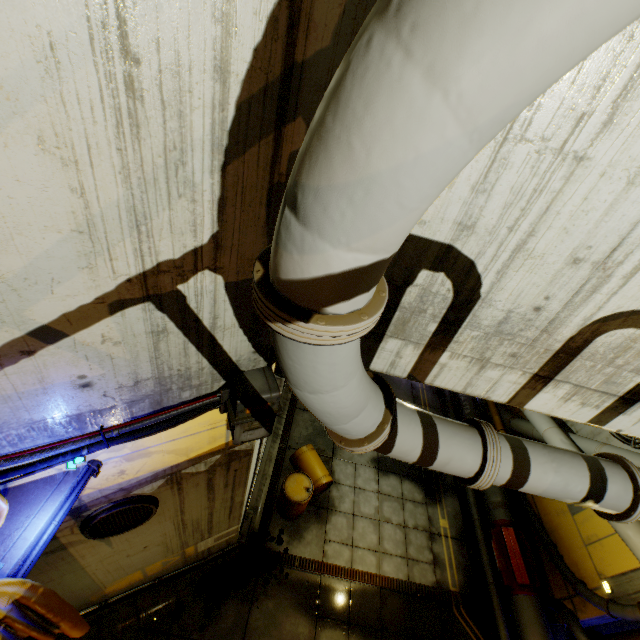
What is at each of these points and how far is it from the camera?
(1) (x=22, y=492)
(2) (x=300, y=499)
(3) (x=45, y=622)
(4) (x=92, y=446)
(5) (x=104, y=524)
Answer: (1) stairs, 2.8 meters
(2) barrel, 7.9 meters
(3) cloth, 2.9 meters
(4) cable, 2.9 meters
(5) cable, 3.9 meters

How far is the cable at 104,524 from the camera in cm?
373

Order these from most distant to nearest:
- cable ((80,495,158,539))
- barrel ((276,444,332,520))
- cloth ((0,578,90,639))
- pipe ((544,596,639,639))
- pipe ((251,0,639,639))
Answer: barrel ((276,444,332,520)) < pipe ((544,596,639,639)) < cable ((80,495,158,539)) < cloth ((0,578,90,639)) < pipe ((251,0,639,639))

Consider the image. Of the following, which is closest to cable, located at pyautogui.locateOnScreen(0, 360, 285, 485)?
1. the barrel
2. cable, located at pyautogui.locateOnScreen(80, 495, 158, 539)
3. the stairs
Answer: the stairs

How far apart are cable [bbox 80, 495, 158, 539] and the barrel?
4.1m

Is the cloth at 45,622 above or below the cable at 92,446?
below

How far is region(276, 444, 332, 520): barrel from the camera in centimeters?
791cm

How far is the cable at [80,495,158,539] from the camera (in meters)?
3.73
